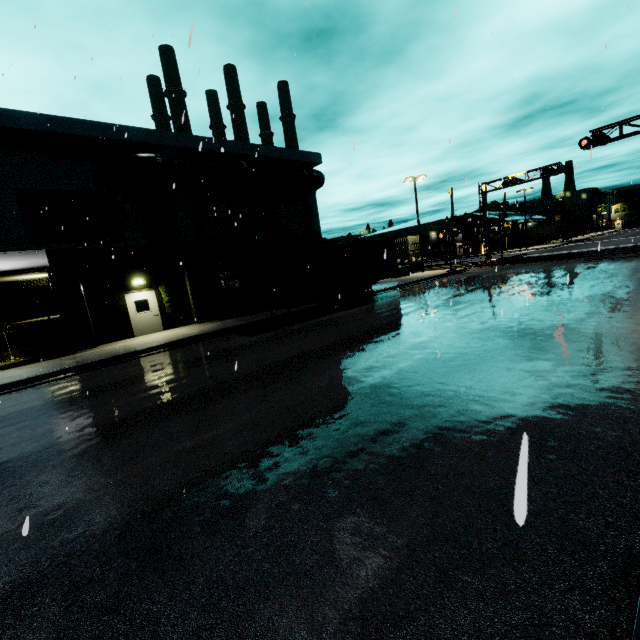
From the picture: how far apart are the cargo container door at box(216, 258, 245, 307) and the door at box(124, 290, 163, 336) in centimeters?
521cm

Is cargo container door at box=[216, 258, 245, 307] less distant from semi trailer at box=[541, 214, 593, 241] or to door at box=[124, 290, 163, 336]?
door at box=[124, 290, 163, 336]

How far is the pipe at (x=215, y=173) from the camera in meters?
16.2

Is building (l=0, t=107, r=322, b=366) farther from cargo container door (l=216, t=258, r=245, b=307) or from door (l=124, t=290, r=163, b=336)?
cargo container door (l=216, t=258, r=245, b=307)

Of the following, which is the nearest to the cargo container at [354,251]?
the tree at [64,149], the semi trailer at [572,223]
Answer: the semi trailer at [572,223]

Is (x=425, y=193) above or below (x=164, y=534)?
above

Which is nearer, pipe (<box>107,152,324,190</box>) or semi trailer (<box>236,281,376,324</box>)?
semi trailer (<box>236,281,376,324</box>)

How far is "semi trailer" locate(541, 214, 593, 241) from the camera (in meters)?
55.59
